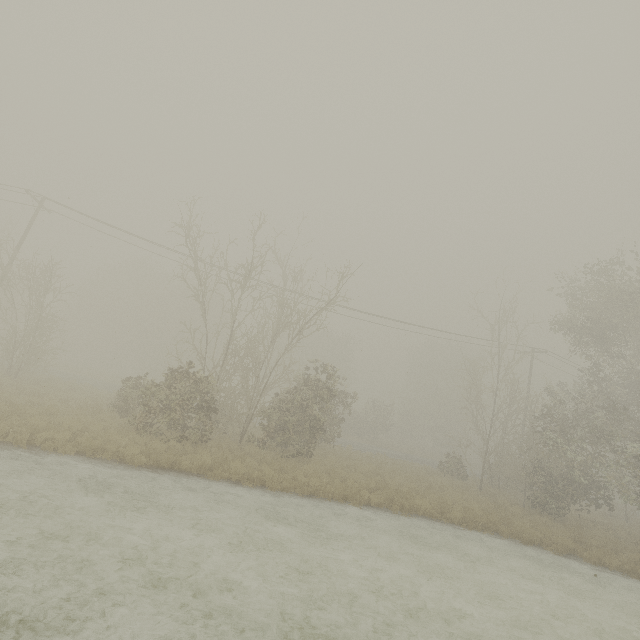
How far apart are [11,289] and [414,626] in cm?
4938
